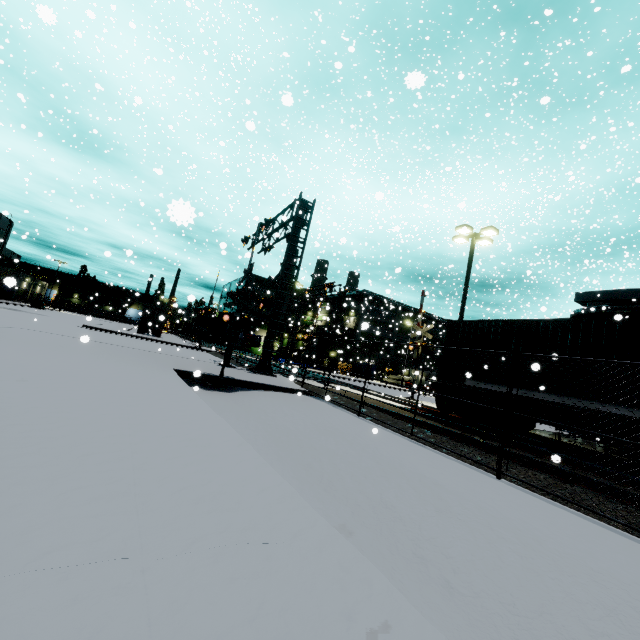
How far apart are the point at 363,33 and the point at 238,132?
20.1m

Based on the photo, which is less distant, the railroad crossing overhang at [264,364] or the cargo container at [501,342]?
the cargo container at [501,342]

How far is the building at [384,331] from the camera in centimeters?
5441cm

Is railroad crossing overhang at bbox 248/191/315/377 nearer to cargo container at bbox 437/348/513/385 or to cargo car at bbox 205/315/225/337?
cargo container at bbox 437/348/513/385

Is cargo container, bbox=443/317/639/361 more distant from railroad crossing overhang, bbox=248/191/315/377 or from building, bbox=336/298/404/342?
railroad crossing overhang, bbox=248/191/315/377

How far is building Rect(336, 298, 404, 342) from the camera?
54.41m

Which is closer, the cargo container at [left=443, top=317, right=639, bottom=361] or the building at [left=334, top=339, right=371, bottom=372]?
the cargo container at [left=443, top=317, right=639, bottom=361]

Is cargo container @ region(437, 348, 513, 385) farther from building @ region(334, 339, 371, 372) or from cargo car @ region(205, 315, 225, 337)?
cargo car @ region(205, 315, 225, 337)
